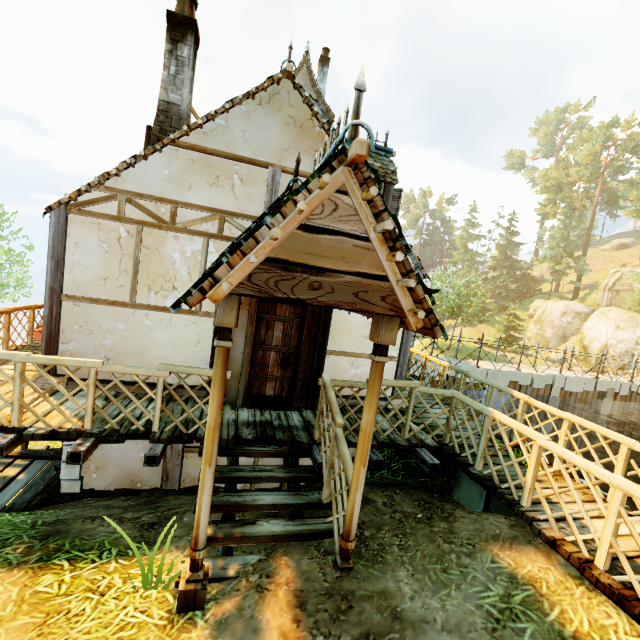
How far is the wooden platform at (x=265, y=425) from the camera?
4.9m

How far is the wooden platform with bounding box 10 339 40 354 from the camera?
7.3 meters

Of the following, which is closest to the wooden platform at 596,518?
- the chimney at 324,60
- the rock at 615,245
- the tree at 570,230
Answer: the tree at 570,230

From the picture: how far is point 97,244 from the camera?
5.6m

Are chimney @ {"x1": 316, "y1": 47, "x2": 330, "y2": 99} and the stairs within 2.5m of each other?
no

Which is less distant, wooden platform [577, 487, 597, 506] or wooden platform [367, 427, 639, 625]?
wooden platform [367, 427, 639, 625]

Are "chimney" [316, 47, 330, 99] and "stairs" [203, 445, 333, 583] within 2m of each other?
no
